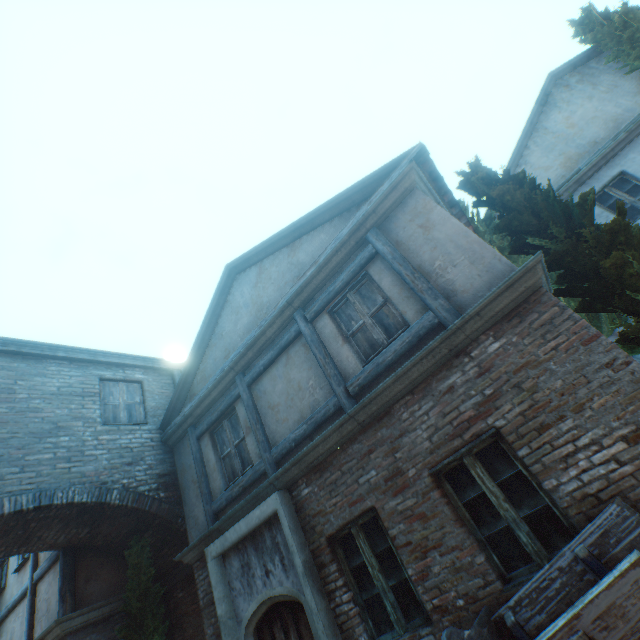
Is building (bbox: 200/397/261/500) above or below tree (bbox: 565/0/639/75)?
below

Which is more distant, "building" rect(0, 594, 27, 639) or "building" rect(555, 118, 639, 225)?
"building" rect(555, 118, 639, 225)

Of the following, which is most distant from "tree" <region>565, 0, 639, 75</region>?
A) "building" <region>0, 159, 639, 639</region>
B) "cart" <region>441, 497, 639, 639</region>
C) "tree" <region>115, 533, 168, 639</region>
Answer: "tree" <region>115, 533, 168, 639</region>

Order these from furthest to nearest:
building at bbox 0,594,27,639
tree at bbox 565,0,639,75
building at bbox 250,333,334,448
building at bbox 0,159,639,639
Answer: tree at bbox 565,0,639,75 → building at bbox 0,594,27,639 → building at bbox 250,333,334,448 → building at bbox 0,159,639,639

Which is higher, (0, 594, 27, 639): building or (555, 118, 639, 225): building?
(555, 118, 639, 225): building

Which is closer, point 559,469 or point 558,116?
point 559,469

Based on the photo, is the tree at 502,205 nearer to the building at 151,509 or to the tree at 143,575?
the building at 151,509

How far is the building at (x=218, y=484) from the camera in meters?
6.4 m
